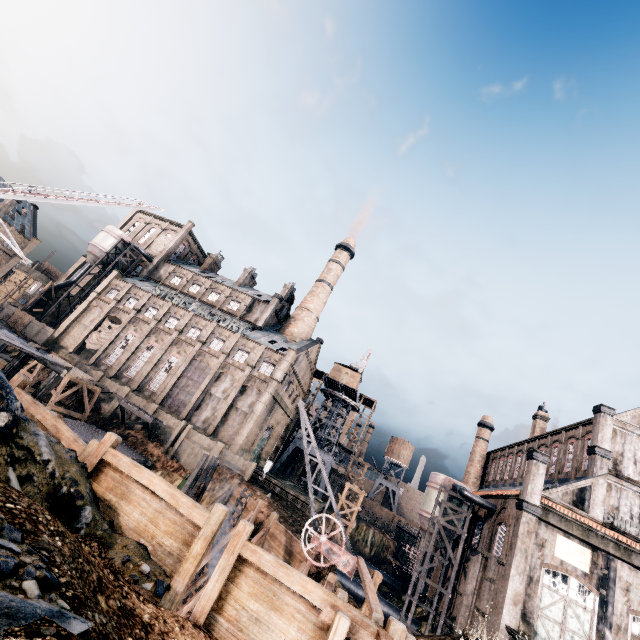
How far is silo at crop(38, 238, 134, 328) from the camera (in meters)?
53.99

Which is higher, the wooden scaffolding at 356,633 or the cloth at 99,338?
the cloth at 99,338

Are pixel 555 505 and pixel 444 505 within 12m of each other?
yes

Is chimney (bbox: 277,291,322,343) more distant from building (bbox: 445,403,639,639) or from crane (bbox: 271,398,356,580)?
crane (bbox: 271,398,356,580)

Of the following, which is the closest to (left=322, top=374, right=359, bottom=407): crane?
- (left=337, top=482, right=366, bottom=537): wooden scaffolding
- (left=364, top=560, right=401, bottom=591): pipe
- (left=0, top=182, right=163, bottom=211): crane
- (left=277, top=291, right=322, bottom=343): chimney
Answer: (left=277, top=291, right=322, bottom=343): chimney

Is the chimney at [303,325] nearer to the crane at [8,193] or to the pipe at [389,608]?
the pipe at [389,608]

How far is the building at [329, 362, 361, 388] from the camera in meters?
56.3 m

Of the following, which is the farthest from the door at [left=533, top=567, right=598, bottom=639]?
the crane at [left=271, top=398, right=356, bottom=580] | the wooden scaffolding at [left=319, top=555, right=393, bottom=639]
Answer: the crane at [left=271, top=398, right=356, bottom=580]
